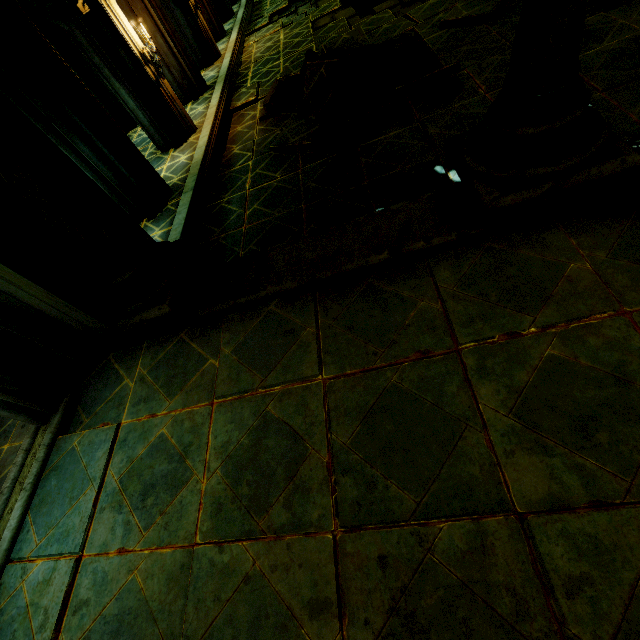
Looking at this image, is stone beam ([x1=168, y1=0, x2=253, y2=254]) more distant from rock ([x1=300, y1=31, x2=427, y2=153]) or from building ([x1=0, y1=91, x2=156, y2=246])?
rock ([x1=300, y1=31, x2=427, y2=153])

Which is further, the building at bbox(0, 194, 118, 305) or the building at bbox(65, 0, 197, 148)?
the building at bbox(65, 0, 197, 148)

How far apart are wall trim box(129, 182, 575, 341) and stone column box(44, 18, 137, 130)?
10.2m

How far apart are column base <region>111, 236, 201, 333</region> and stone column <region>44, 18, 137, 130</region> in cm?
935

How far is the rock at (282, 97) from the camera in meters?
7.9

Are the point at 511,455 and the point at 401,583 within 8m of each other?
yes

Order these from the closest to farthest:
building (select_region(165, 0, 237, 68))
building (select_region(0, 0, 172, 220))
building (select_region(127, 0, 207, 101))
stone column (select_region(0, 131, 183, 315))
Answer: stone column (select_region(0, 131, 183, 315)) → building (select_region(0, 0, 172, 220)) → building (select_region(127, 0, 207, 101)) → building (select_region(165, 0, 237, 68))

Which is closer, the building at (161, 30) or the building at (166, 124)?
the building at (166, 124)
